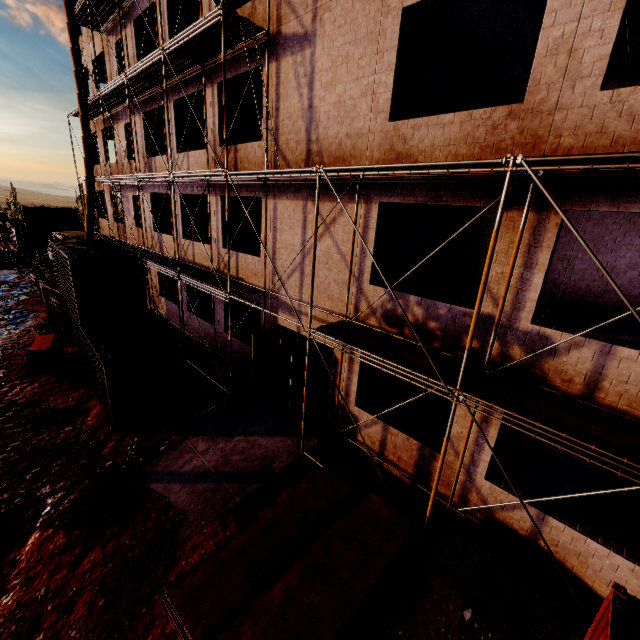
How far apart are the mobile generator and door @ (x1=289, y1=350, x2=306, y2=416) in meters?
10.3 m

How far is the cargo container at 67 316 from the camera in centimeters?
1046cm

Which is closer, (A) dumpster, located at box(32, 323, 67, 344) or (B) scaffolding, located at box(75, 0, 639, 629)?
(B) scaffolding, located at box(75, 0, 639, 629)

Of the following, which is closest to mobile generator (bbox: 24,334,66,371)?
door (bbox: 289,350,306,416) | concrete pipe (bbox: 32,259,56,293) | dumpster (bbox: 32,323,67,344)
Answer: dumpster (bbox: 32,323,67,344)

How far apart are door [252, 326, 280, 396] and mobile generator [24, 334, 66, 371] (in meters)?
8.61

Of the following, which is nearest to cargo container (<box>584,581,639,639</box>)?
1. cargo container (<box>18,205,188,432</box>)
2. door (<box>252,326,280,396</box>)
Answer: door (<box>252,326,280,396</box>)

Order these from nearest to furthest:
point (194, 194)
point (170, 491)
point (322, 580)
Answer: point (322, 580) → point (170, 491) → point (194, 194)

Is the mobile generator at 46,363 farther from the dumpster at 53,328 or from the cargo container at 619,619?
the cargo container at 619,619
